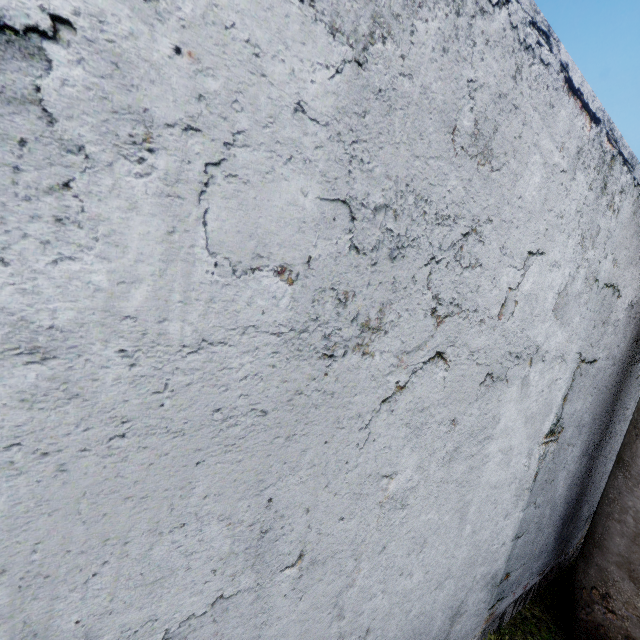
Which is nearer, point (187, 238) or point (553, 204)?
point (187, 238)
